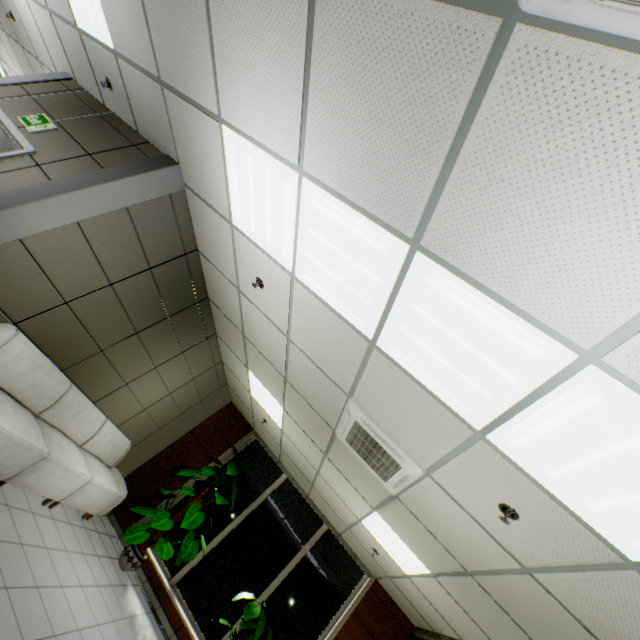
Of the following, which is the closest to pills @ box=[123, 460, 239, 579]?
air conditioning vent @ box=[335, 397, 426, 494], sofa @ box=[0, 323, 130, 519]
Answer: sofa @ box=[0, 323, 130, 519]

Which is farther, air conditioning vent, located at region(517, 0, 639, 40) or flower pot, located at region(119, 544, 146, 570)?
flower pot, located at region(119, 544, 146, 570)

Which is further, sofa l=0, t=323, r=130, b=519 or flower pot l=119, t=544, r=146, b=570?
flower pot l=119, t=544, r=146, b=570

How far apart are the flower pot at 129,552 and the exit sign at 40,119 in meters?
6.5 m

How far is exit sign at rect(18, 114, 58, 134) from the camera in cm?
375

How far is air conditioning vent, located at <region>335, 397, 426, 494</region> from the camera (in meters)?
3.13

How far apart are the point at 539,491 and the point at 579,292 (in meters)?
1.47

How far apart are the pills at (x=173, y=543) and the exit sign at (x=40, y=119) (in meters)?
6.27
